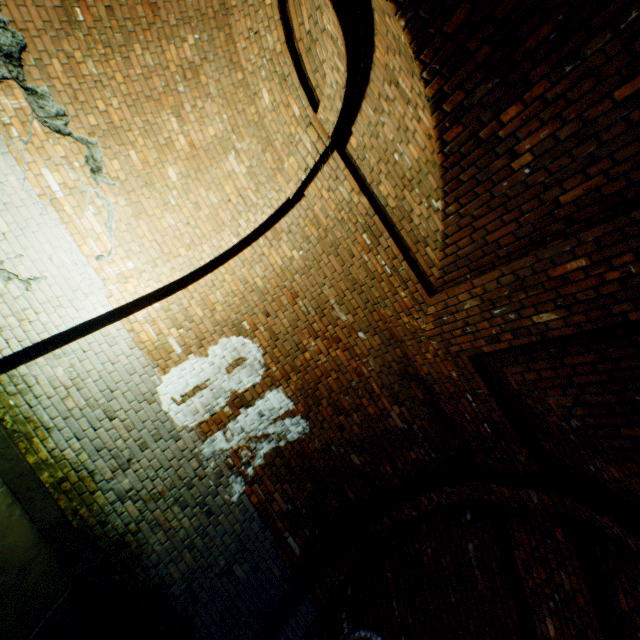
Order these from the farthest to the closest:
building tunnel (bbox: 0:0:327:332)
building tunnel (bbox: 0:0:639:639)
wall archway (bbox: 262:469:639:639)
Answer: building tunnel (bbox: 0:0:327:332)
wall archway (bbox: 262:469:639:639)
building tunnel (bbox: 0:0:639:639)

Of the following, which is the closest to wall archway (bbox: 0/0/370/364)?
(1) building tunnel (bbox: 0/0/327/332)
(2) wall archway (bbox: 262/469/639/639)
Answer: (1) building tunnel (bbox: 0/0/327/332)

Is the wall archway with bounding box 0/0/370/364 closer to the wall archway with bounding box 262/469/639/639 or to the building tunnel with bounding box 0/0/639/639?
the building tunnel with bounding box 0/0/639/639

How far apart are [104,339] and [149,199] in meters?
2.2 m

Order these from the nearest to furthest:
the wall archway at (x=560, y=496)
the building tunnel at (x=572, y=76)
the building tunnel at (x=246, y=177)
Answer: the building tunnel at (x=572, y=76), the wall archway at (x=560, y=496), the building tunnel at (x=246, y=177)

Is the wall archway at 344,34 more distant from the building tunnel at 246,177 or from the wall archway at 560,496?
the wall archway at 560,496
